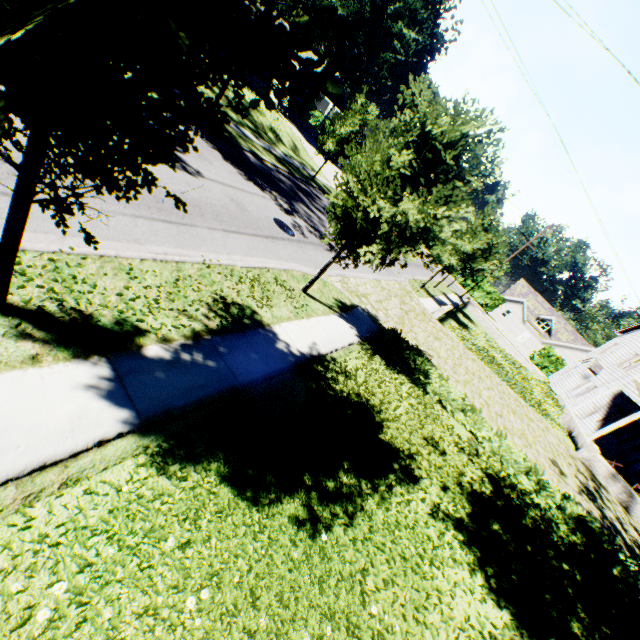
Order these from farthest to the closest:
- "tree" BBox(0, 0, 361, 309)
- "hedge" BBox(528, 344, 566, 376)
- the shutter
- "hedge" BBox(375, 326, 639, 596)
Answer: "hedge" BBox(528, 344, 566, 376) → the shutter → "hedge" BBox(375, 326, 639, 596) → "tree" BBox(0, 0, 361, 309)

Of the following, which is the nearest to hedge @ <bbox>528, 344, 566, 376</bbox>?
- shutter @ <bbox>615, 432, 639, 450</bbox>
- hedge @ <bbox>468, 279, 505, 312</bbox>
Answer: hedge @ <bbox>468, 279, 505, 312</bbox>

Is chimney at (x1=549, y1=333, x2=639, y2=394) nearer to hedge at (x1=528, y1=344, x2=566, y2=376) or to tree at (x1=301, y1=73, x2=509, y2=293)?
tree at (x1=301, y1=73, x2=509, y2=293)

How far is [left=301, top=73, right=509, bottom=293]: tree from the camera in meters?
7.1

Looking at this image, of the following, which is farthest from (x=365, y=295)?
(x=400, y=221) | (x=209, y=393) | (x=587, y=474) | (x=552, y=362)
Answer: (x=552, y=362)

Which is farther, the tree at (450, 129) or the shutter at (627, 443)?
the shutter at (627, 443)

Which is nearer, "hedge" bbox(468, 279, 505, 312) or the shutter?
the shutter

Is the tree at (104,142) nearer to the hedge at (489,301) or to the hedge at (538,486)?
the hedge at (538,486)
